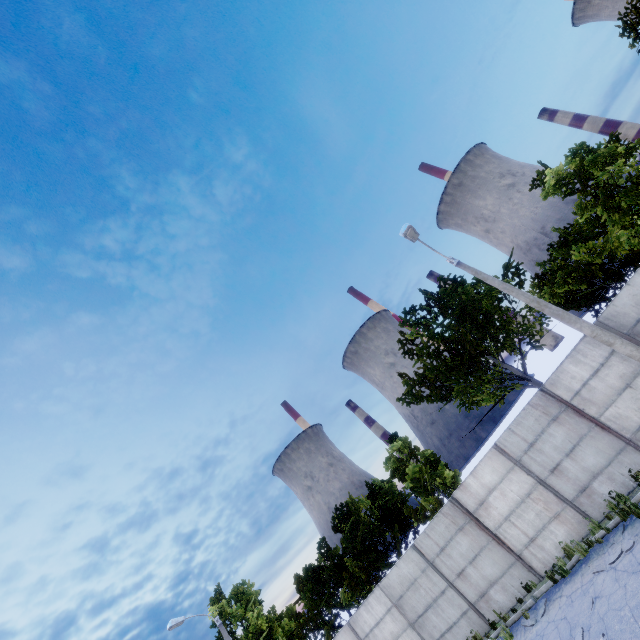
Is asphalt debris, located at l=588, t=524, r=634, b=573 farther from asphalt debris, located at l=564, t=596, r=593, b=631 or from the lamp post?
the lamp post

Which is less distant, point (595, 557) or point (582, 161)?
point (595, 557)

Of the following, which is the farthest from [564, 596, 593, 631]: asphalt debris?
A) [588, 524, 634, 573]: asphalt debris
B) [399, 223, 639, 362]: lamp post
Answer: [399, 223, 639, 362]: lamp post

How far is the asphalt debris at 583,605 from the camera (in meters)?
8.50

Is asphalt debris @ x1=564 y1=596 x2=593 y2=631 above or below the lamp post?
below

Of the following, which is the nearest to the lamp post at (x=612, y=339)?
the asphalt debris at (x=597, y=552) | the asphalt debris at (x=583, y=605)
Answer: the asphalt debris at (x=597, y=552)
